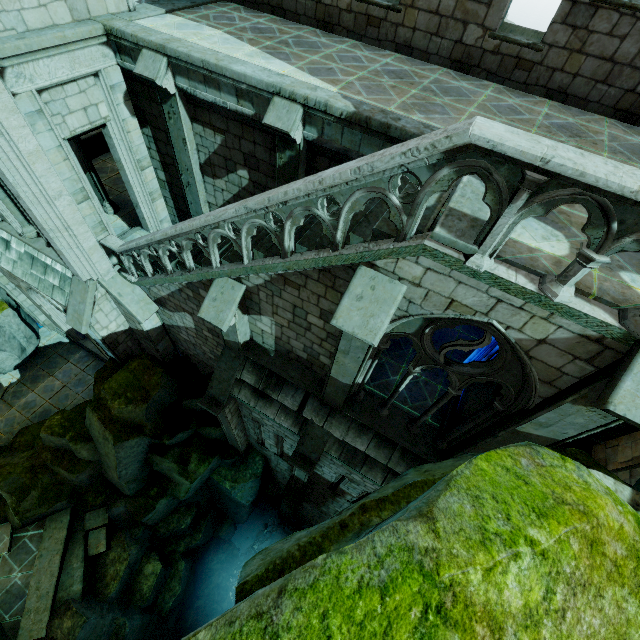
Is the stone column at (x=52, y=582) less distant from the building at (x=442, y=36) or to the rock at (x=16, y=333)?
the rock at (x=16, y=333)

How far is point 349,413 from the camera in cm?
804

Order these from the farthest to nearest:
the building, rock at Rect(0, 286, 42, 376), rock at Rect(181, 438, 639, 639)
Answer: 1. rock at Rect(0, 286, 42, 376)
2. the building
3. rock at Rect(181, 438, 639, 639)

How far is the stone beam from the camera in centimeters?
1602cm

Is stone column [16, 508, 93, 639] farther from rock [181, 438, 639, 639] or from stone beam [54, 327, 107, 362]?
stone beam [54, 327, 107, 362]

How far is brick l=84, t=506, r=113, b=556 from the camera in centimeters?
1212cm

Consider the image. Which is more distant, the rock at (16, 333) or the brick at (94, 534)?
the rock at (16, 333)

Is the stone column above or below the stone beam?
below
